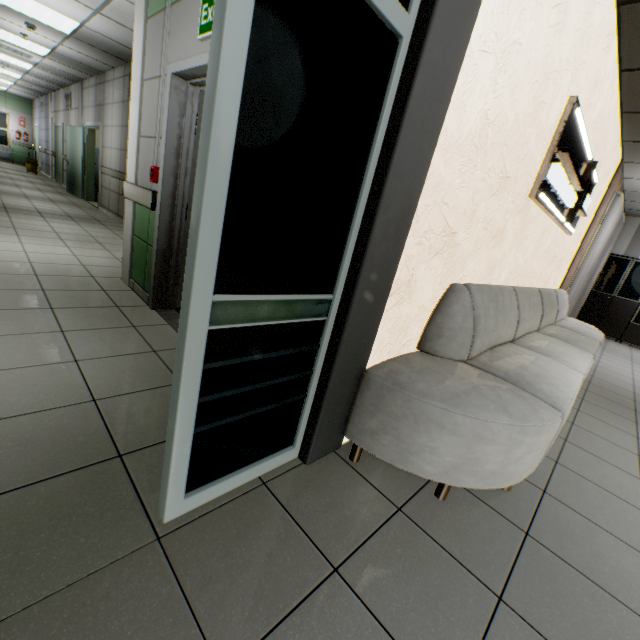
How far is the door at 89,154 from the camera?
8.8 meters

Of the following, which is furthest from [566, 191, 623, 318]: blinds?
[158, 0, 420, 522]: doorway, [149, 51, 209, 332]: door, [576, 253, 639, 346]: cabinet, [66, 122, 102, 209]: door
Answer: [66, 122, 102, 209]: door

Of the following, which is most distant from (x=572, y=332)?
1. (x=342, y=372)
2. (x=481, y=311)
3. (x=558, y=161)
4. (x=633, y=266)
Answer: (x=633, y=266)

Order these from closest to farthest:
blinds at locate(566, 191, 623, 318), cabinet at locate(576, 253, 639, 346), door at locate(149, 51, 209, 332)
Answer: door at locate(149, 51, 209, 332), blinds at locate(566, 191, 623, 318), cabinet at locate(576, 253, 639, 346)

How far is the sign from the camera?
2.6m

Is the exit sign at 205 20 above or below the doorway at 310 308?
above

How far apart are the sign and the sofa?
0.8m

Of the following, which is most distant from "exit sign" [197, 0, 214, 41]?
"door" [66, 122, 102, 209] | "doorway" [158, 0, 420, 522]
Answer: "door" [66, 122, 102, 209]
